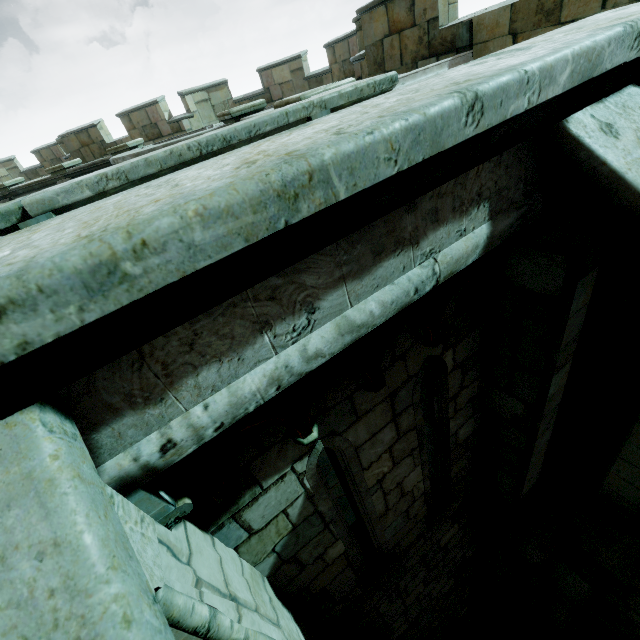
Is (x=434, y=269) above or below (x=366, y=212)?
below

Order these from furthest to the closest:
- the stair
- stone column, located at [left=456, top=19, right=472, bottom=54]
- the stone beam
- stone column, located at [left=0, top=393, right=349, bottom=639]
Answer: the stair, stone column, located at [left=456, top=19, right=472, bottom=54], the stone beam, stone column, located at [left=0, top=393, right=349, bottom=639]

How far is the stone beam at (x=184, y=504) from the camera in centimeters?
124cm

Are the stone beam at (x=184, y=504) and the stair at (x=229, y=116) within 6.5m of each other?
no

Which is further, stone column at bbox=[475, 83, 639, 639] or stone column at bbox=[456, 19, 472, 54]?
stone column at bbox=[456, 19, 472, 54]

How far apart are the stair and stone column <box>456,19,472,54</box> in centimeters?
407cm

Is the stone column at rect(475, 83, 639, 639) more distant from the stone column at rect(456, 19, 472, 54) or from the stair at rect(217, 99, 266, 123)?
the stair at rect(217, 99, 266, 123)

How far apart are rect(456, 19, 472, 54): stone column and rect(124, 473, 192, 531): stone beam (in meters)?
8.35
